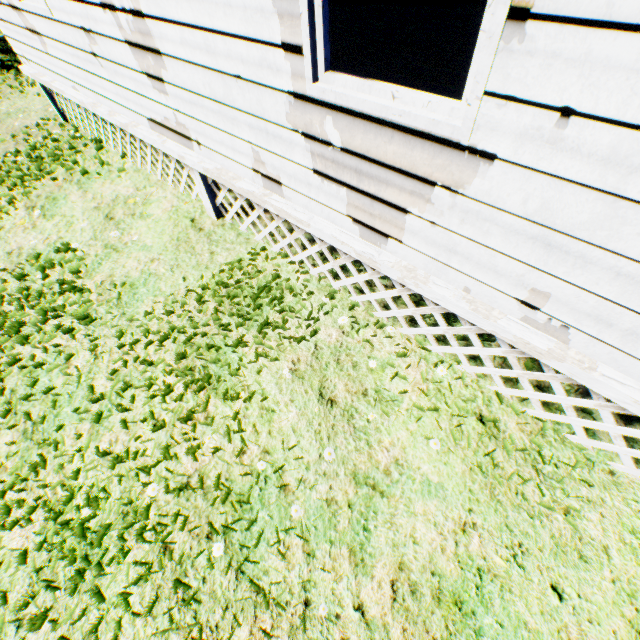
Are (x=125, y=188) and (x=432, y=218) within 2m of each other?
no
